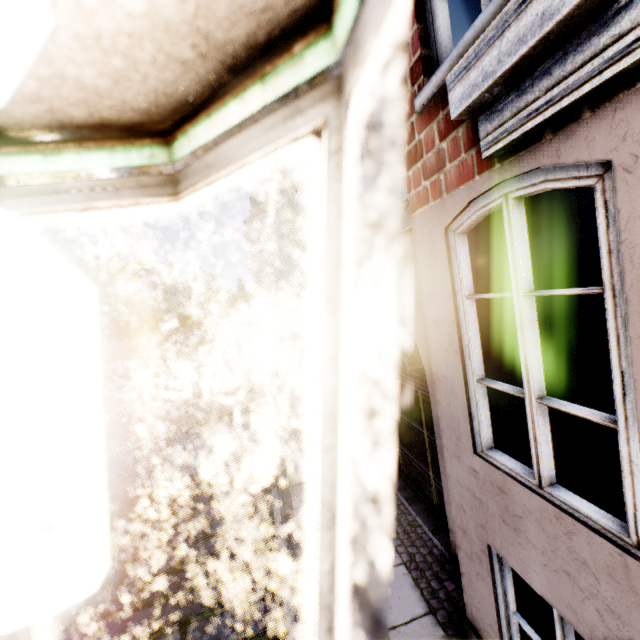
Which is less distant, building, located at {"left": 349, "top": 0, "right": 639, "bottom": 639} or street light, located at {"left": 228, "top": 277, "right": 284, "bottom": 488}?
street light, located at {"left": 228, "top": 277, "right": 284, "bottom": 488}

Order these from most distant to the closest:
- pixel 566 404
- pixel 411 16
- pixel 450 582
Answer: pixel 450 582 → pixel 411 16 → pixel 566 404

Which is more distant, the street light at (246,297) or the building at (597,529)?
the building at (597,529)

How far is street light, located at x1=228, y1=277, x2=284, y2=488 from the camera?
0.19m
